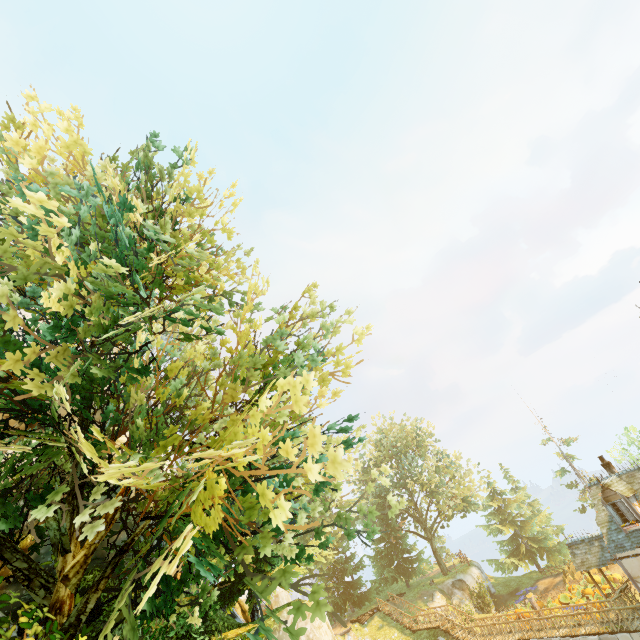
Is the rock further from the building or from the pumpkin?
the building

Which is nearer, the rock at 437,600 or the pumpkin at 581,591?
the pumpkin at 581,591

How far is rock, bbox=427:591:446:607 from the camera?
Answer: 31.4m

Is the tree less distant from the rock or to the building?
the rock

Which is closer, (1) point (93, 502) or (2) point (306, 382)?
(2) point (306, 382)

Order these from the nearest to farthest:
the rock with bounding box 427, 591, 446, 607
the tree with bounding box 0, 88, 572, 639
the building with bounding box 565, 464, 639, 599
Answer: the tree with bounding box 0, 88, 572, 639 < the building with bounding box 565, 464, 639, 599 < the rock with bounding box 427, 591, 446, 607

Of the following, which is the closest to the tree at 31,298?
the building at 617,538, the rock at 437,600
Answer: the rock at 437,600
